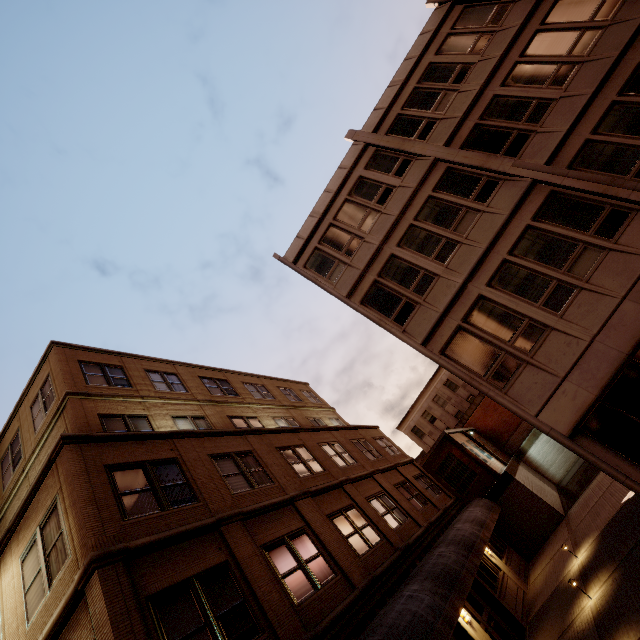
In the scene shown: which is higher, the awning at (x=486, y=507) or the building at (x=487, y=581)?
the awning at (x=486, y=507)

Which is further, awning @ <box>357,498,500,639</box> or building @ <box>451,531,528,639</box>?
building @ <box>451,531,528,639</box>

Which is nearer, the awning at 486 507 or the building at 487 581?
the awning at 486 507

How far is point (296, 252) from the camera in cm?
1548

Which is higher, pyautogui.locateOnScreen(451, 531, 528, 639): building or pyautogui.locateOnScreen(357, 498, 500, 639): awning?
pyautogui.locateOnScreen(357, 498, 500, 639): awning
